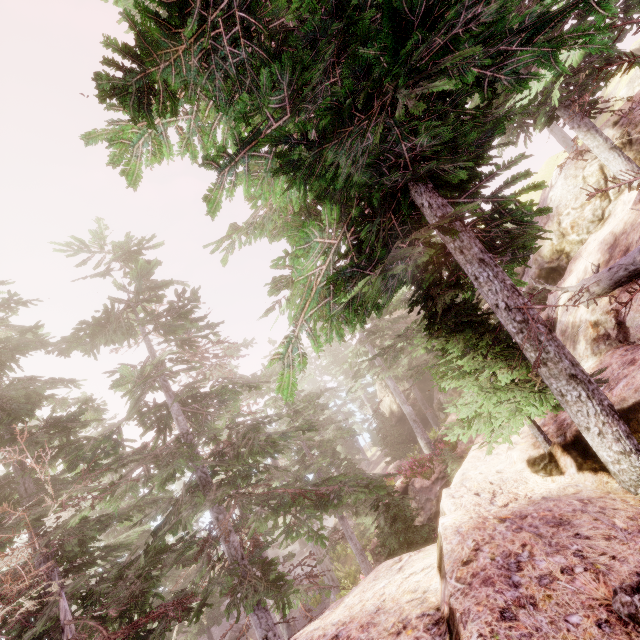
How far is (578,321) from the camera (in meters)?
7.53

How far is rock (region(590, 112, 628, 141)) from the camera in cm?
1059

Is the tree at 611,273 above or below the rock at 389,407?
above

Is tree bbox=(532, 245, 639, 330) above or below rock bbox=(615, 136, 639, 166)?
below

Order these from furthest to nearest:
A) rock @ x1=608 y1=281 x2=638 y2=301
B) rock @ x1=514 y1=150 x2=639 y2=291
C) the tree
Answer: rock @ x1=514 y1=150 x2=639 y2=291, rock @ x1=608 y1=281 x2=638 y2=301, the tree

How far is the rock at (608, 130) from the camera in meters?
10.6
